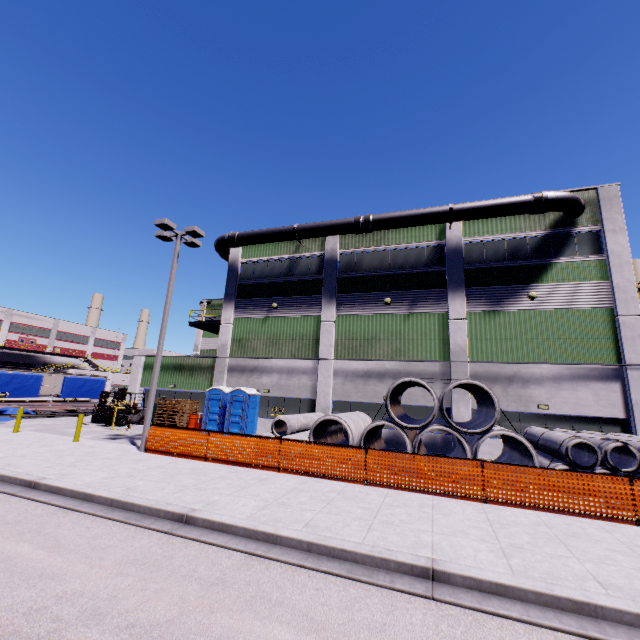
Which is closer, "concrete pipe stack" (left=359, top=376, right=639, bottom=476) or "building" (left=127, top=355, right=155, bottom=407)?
"concrete pipe stack" (left=359, top=376, right=639, bottom=476)

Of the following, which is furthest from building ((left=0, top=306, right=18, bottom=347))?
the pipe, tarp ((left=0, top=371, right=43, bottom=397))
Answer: tarp ((left=0, top=371, right=43, bottom=397))

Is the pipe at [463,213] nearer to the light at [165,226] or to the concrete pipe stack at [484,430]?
the concrete pipe stack at [484,430]

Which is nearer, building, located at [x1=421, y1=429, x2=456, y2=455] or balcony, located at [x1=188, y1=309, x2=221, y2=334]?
building, located at [x1=421, y1=429, x2=456, y2=455]

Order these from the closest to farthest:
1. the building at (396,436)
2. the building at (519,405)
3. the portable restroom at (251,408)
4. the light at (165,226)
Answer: the light at (165,226) → the building at (519,405) → the building at (396,436) → the portable restroom at (251,408)

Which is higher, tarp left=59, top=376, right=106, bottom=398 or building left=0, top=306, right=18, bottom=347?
building left=0, top=306, right=18, bottom=347

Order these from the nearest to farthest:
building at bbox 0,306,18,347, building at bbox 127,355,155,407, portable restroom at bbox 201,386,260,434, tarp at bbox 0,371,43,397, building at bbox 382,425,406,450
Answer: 1. building at bbox 382,425,406,450
2. portable restroom at bbox 201,386,260,434
3. tarp at bbox 0,371,43,397
4. building at bbox 127,355,155,407
5. building at bbox 0,306,18,347

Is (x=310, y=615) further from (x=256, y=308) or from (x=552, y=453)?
(x=256, y=308)
